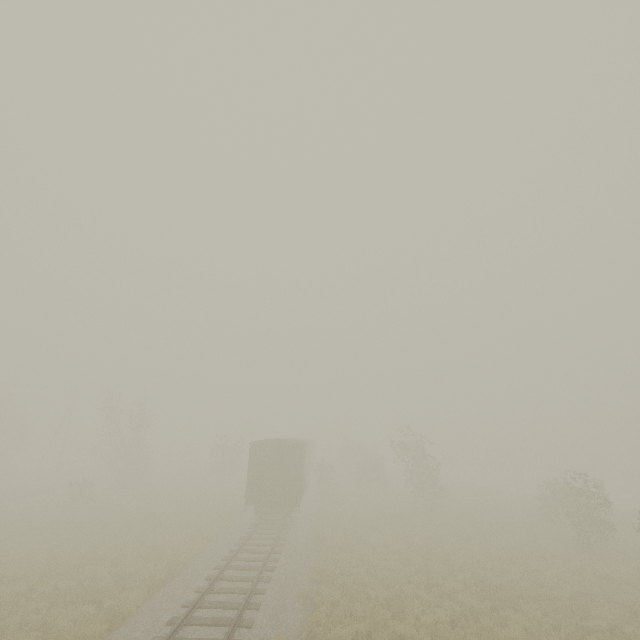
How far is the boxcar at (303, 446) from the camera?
19.92m

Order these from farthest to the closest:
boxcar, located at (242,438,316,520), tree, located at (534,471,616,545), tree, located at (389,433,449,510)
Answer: tree, located at (389,433,449,510) → boxcar, located at (242,438,316,520) → tree, located at (534,471,616,545)

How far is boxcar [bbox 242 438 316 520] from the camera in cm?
1992

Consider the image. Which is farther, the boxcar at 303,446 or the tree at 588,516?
the boxcar at 303,446

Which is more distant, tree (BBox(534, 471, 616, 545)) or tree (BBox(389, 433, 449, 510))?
tree (BBox(389, 433, 449, 510))

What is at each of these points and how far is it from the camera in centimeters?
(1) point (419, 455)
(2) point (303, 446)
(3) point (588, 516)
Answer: (1) tree, 2808cm
(2) boxcar, 2336cm
(3) tree, 1872cm

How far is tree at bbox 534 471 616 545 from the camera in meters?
17.7
